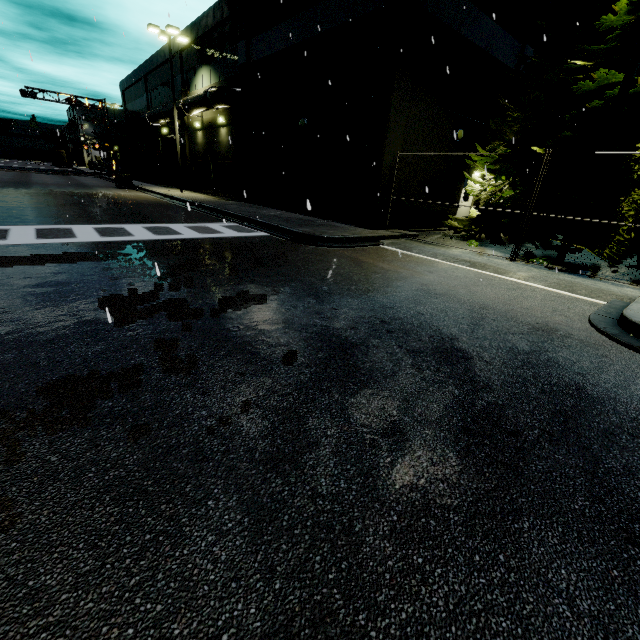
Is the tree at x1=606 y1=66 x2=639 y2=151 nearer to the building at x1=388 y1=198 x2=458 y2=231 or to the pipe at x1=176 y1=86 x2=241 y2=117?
the building at x1=388 y1=198 x2=458 y2=231

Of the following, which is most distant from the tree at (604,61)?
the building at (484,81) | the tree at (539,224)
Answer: the tree at (539,224)

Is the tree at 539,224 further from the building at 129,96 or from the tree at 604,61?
the building at 129,96

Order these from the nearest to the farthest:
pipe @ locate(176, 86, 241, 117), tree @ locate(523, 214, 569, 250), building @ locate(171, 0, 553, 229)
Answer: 1. tree @ locate(523, 214, 569, 250)
2. building @ locate(171, 0, 553, 229)
3. pipe @ locate(176, 86, 241, 117)

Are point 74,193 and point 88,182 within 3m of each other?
no

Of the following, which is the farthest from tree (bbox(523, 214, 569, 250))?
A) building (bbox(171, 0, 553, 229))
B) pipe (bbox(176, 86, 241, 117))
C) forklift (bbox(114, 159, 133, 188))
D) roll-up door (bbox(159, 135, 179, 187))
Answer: forklift (bbox(114, 159, 133, 188))

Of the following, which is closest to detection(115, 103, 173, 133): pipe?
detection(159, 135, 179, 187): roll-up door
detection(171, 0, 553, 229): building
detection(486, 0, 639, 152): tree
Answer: detection(171, 0, 553, 229): building

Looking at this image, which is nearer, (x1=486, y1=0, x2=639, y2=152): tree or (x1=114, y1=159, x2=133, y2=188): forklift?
(x1=486, y1=0, x2=639, y2=152): tree
